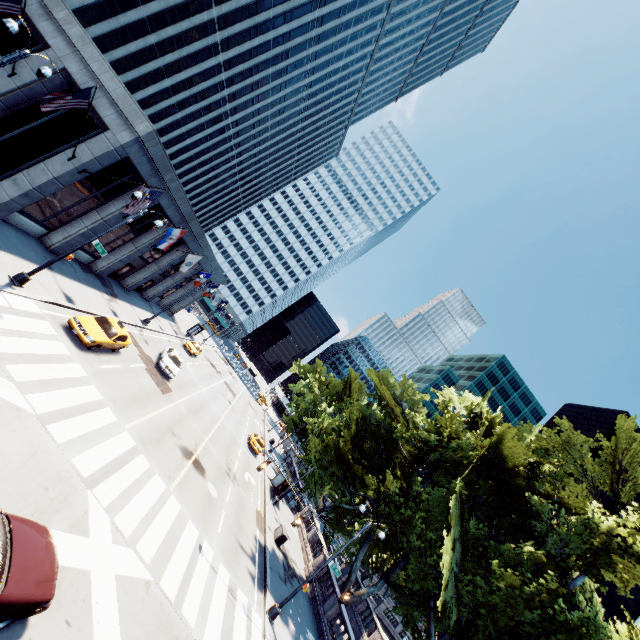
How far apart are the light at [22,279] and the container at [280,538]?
23.03m

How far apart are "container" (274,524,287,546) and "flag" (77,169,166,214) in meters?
24.5 m

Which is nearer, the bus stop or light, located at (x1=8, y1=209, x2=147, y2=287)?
light, located at (x1=8, y1=209, x2=147, y2=287)

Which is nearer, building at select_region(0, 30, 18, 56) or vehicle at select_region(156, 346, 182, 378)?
building at select_region(0, 30, 18, 56)

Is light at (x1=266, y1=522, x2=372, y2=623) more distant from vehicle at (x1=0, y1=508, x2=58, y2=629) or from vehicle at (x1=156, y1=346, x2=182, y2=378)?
vehicle at (x1=156, y1=346, x2=182, y2=378)

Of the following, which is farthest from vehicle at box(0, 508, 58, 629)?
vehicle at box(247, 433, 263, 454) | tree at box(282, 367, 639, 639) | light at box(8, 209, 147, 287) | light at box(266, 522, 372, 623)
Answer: vehicle at box(247, 433, 263, 454)

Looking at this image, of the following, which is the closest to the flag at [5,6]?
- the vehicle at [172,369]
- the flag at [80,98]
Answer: the flag at [80,98]

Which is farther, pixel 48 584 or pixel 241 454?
pixel 241 454
